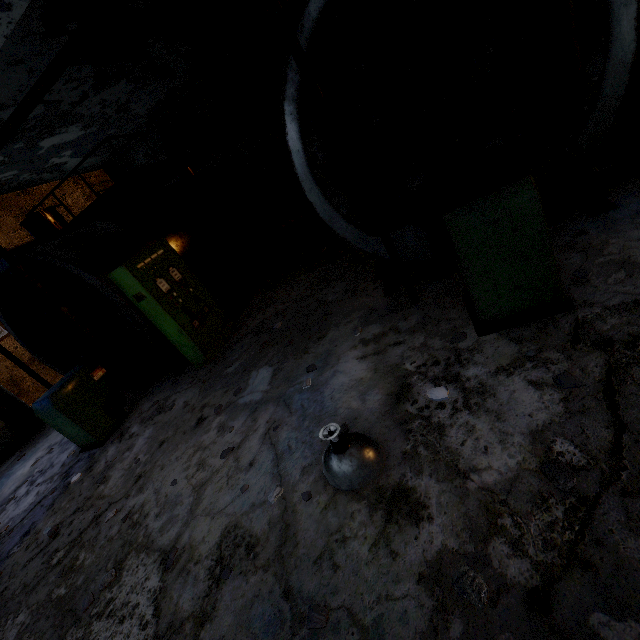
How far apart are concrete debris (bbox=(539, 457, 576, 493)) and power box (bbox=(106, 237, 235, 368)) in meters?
5.8

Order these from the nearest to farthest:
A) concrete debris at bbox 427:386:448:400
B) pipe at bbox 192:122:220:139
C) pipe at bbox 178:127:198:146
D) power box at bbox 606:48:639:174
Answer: concrete debris at bbox 427:386:448:400, power box at bbox 606:48:639:174, pipe at bbox 178:127:198:146, pipe at bbox 192:122:220:139

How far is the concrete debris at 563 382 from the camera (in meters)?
2.41

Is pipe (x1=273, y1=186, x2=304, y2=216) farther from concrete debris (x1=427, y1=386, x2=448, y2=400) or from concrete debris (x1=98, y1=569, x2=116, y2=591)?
concrete debris (x1=98, y1=569, x2=116, y2=591)

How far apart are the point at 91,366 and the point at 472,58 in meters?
7.9 m

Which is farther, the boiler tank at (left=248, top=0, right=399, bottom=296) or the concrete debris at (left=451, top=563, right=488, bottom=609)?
the boiler tank at (left=248, top=0, right=399, bottom=296)

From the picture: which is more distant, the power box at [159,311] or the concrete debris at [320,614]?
the power box at [159,311]

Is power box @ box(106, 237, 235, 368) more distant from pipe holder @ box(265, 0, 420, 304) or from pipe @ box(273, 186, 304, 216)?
pipe @ box(273, 186, 304, 216)
